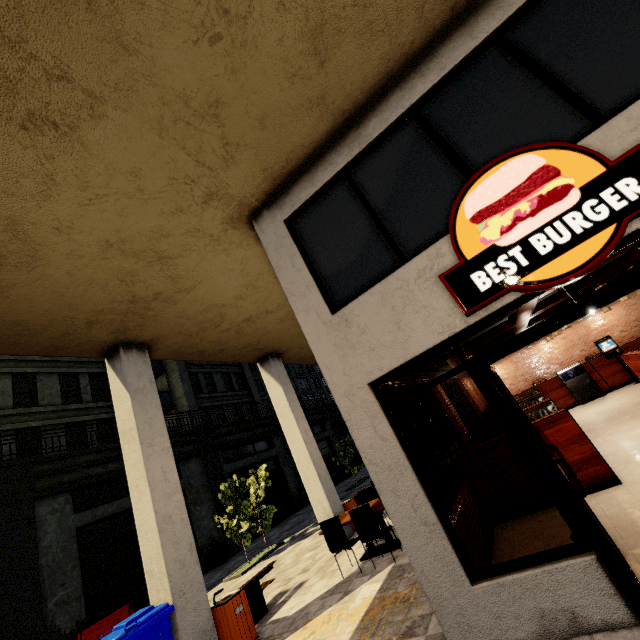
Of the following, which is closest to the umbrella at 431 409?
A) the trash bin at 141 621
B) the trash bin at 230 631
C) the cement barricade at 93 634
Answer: the trash bin at 230 631

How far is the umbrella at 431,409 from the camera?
9.52m

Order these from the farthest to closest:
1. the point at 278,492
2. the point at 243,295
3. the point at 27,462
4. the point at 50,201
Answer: the point at 278,492
the point at 27,462
the point at 243,295
the point at 50,201

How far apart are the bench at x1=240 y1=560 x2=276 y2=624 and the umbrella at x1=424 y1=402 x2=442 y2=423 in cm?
457

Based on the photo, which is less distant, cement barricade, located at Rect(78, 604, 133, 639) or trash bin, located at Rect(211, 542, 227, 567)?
cement barricade, located at Rect(78, 604, 133, 639)

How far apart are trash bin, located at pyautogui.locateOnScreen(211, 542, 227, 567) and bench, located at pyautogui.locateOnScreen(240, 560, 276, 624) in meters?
10.8

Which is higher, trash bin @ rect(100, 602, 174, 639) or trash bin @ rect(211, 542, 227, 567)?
trash bin @ rect(100, 602, 174, 639)

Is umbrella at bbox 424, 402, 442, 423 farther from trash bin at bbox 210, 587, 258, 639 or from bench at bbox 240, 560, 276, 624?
trash bin at bbox 210, 587, 258, 639
